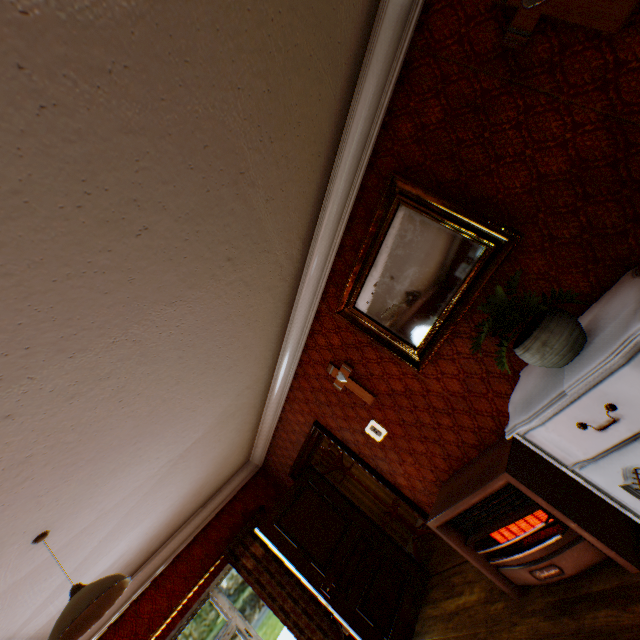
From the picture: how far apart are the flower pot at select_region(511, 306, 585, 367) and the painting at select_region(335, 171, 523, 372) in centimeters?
48cm

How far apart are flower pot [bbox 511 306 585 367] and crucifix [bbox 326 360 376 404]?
1.76m

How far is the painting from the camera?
2.21m

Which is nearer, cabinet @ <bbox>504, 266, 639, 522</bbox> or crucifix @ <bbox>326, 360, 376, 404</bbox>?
cabinet @ <bbox>504, 266, 639, 522</bbox>

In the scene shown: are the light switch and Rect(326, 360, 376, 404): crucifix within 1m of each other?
yes

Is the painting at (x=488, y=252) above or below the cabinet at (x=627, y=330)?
above

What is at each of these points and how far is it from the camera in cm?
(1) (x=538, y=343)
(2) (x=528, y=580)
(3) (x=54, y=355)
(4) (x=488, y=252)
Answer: (1) flower pot, 169
(2) heater, 262
(3) building, 155
(4) painting, 220

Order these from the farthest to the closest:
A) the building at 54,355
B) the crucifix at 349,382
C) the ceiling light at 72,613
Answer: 1. the crucifix at 349,382
2. the ceiling light at 72,613
3. the building at 54,355
